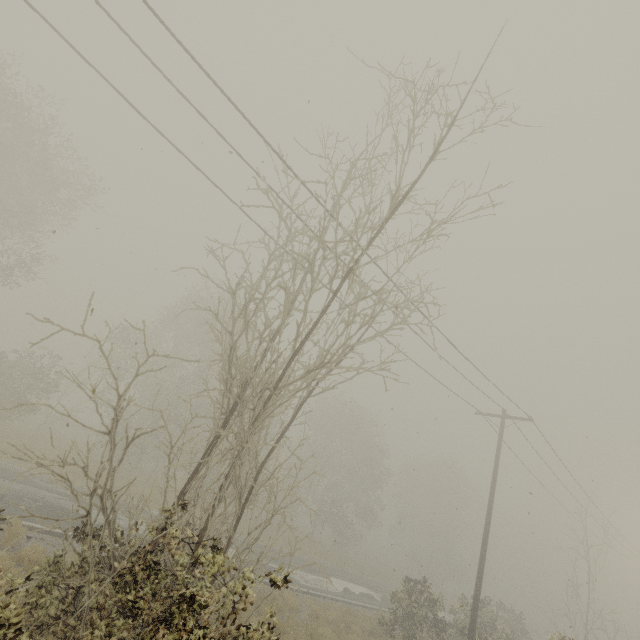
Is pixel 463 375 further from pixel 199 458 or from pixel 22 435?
pixel 22 435

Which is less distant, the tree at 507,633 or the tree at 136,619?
the tree at 136,619

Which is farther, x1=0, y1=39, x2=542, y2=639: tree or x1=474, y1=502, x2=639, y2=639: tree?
x1=474, y1=502, x2=639, y2=639: tree
